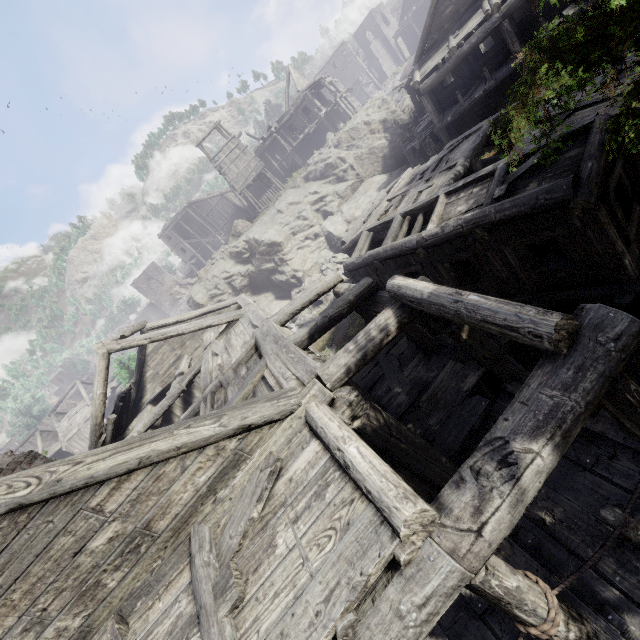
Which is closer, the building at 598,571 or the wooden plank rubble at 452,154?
the building at 598,571

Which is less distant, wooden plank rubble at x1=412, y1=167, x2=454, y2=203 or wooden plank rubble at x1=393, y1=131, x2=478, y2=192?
wooden plank rubble at x1=412, y1=167, x2=454, y2=203

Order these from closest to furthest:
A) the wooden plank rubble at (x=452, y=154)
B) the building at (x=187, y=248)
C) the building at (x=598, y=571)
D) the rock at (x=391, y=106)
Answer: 1. the building at (x=598, y=571)
2. the wooden plank rubble at (x=452, y=154)
3. the rock at (x=391, y=106)
4. the building at (x=187, y=248)

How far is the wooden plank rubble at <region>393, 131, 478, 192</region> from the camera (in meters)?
13.00

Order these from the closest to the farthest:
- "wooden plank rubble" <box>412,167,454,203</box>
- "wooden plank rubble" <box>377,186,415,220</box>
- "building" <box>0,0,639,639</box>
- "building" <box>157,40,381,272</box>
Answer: "building" <box>0,0,639,639</box>, "wooden plank rubble" <box>412,167,454,203</box>, "wooden plank rubble" <box>377,186,415,220</box>, "building" <box>157,40,381,272</box>

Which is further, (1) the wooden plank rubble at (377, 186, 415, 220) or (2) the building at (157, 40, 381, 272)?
(2) the building at (157, 40, 381, 272)

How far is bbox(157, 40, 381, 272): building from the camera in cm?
3098

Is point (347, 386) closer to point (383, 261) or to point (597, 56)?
point (597, 56)
